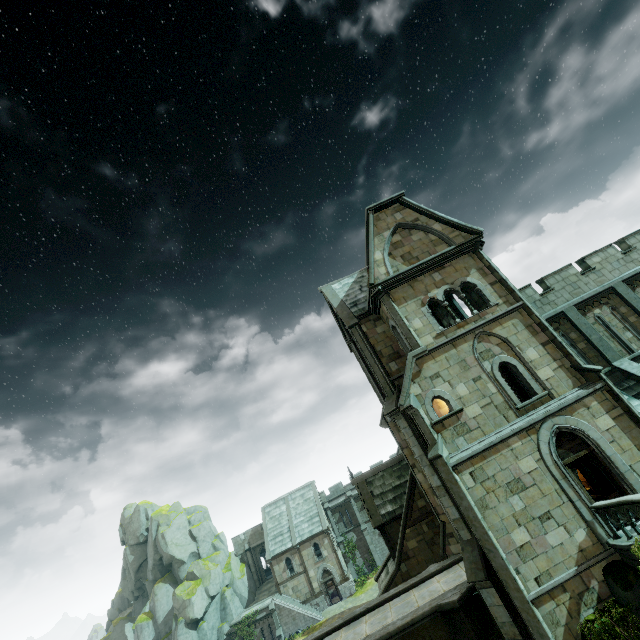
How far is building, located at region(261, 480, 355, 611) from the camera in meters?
39.4

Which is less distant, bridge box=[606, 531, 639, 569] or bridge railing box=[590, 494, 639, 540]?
bridge railing box=[590, 494, 639, 540]

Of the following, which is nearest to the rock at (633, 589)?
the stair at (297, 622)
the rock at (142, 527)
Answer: the stair at (297, 622)

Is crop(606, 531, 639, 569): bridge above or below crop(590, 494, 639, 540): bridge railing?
below

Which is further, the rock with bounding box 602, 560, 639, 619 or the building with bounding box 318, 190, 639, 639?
the building with bounding box 318, 190, 639, 639

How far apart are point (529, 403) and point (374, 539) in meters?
41.2

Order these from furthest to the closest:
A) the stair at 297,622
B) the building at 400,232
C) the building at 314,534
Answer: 1. the building at 314,534
2. the stair at 297,622
3. the building at 400,232

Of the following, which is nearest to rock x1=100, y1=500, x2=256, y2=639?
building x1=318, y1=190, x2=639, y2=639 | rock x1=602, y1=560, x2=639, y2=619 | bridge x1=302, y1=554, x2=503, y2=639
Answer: building x1=318, y1=190, x2=639, y2=639
